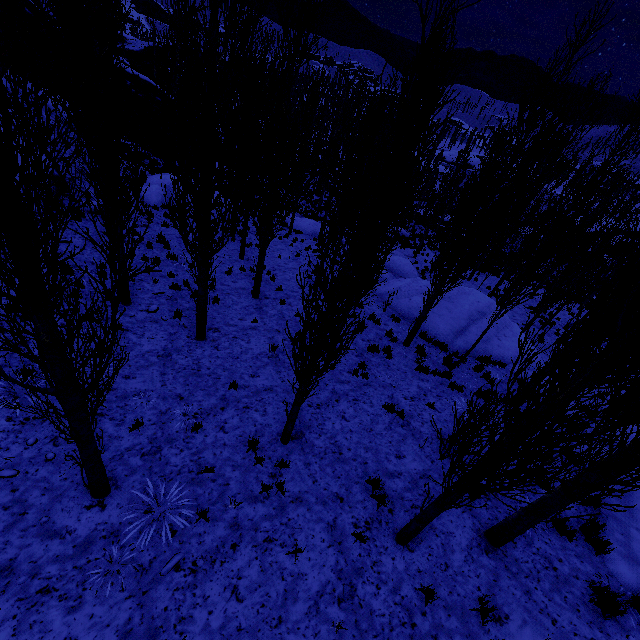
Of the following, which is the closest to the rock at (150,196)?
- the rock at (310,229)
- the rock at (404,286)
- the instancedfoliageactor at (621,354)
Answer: the instancedfoliageactor at (621,354)

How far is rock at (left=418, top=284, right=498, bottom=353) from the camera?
14.3 meters

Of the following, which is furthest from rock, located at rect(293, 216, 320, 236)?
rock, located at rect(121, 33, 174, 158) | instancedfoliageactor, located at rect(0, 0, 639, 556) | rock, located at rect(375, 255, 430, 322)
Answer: rock, located at rect(121, 33, 174, 158)

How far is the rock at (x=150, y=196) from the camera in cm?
1770

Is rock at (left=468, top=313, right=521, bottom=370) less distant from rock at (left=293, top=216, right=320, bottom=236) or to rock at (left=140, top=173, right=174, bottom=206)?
rock at (left=293, top=216, right=320, bottom=236)

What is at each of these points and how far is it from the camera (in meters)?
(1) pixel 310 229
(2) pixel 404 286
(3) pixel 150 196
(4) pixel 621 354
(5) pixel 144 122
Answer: (1) rock, 25.58
(2) rock, 17.33
(3) rock, 17.77
(4) instancedfoliageactor, 2.93
(5) rock, 26.39

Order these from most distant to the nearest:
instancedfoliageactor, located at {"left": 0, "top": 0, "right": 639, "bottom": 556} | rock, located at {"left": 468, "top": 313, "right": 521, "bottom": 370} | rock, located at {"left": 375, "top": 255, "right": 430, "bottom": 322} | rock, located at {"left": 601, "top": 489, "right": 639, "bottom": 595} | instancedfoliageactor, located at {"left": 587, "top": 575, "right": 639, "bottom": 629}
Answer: rock, located at {"left": 375, "top": 255, "right": 430, "bottom": 322}
rock, located at {"left": 468, "top": 313, "right": 521, "bottom": 370}
rock, located at {"left": 601, "top": 489, "right": 639, "bottom": 595}
instancedfoliageactor, located at {"left": 587, "top": 575, "right": 639, "bottom": 629}
instancedfoliageactor, located at {"left": 0, "top": 0, "right": 639, "bottom": 556}
